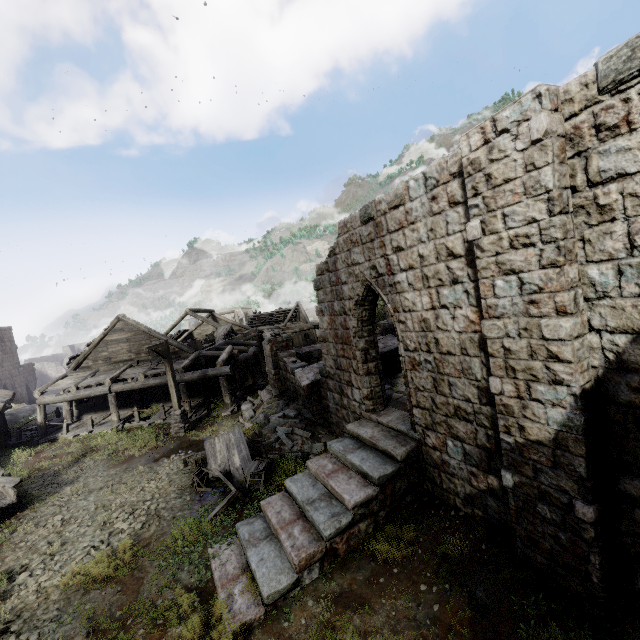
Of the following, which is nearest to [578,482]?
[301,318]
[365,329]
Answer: [365,329]

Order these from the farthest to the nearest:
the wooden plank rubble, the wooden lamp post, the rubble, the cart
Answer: the wooden plank rubble, the wooden lamp post, the rubble, the cart

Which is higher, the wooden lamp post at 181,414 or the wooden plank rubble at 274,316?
the wooden plank rubble at 274,316

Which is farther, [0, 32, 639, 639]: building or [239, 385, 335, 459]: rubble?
[239, 385, 335, 459]: rubble

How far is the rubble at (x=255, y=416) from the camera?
12.0m

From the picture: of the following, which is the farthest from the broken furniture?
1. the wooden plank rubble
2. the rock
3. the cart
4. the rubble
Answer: the wooden plank rubble

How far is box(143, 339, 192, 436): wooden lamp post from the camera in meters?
15.5 m

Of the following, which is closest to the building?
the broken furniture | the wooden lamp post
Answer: the wooden lamp post
